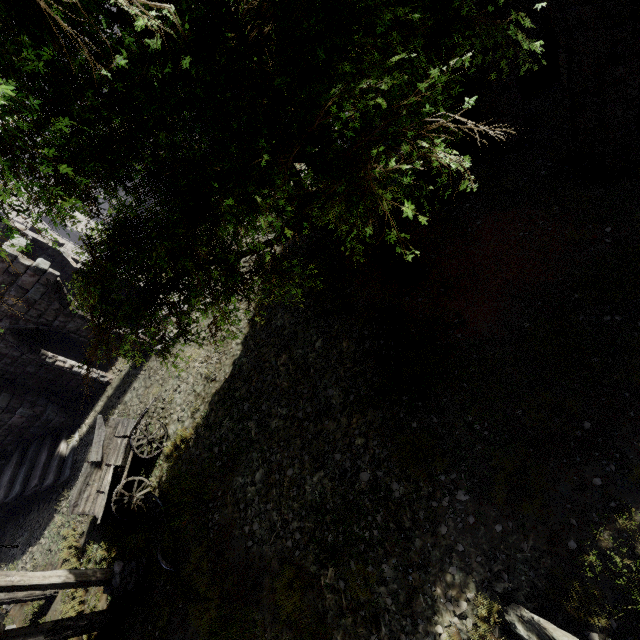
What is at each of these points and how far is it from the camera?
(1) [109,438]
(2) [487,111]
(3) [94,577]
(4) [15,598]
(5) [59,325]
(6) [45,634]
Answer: (1) cart, 11.4 meters
(2) building, 9.3 meters
(3) wooden lamp post, 8.1 meters
(4) building, 9.6 meters
(5) building, 12.5 meters
(6) building, 7.6 meters

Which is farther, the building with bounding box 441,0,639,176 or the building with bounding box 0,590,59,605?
the building with bounding box 0,590,59,605

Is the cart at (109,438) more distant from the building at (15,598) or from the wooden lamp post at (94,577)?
the building at (15,598)

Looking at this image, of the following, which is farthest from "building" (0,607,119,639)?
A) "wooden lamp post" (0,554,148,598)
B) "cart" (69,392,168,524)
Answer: "cart" (69,392,168,524)

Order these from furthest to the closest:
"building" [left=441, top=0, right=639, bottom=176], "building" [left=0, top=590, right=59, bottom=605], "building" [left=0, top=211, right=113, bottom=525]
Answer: "building" [left=0, top=211, right=113, bottom=525] < "building" [left=0, top=590, right=59, bottom=605] < "building" [left=441, top=0, right=639, bottom=176]
